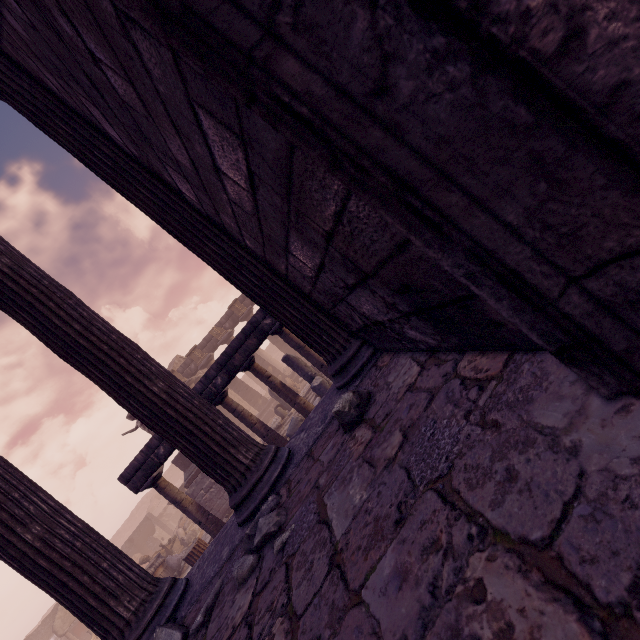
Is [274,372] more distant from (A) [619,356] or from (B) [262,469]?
(A) [619,356]

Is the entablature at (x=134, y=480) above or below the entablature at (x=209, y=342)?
below

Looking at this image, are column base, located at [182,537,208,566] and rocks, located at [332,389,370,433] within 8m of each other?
no

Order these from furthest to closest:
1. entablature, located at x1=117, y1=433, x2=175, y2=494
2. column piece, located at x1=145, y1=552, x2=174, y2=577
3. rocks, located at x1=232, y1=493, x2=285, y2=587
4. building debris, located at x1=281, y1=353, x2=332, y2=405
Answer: column piece, located at x1=145, y1=552, x2=174, y2=577 < building debris, located at x1=281, y1=353, x2=332, y2=405 < entablature, located at x1=117, y1=433, x2=175, y2=494 < rocks, located at x1=232, y1=493, x2=285, y2=587

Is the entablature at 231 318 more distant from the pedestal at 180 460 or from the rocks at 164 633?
the rocks at 164 633

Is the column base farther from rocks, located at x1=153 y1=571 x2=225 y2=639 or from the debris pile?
rocks, located at x1=153 y1=571 x2=225 y2=639

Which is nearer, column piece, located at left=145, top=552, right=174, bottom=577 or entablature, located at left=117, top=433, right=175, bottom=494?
entablature, located at left=117, top=433, right=175, bottom=494

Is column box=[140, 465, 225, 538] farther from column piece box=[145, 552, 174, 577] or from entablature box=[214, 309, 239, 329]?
entablature box=[214, 309, 239, 329]
